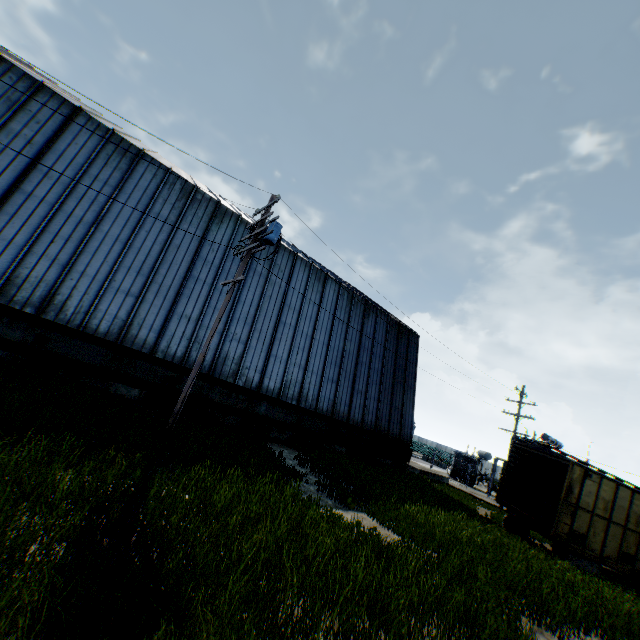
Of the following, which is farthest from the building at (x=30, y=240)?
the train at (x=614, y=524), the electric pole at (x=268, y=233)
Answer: the train at (x=614, y=524)

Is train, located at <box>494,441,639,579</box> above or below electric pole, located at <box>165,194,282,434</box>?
below

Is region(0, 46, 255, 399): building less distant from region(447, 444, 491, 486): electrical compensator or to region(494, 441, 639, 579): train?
region(494, 441, 639, 579): train

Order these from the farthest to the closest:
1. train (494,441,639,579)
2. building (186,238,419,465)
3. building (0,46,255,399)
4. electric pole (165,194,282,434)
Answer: building (186,238,419,465) → train (494,441,639,579) → building (0,46,255,399) → electric pole (165,194,282,434)

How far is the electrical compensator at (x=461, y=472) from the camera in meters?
33.6

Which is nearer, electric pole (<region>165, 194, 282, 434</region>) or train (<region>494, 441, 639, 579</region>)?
electric pole (<region>165, 194, 282, 434</region>)

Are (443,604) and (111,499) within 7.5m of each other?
yes

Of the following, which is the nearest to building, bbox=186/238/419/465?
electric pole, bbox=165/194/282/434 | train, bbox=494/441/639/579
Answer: electric pole, bbox=165/194/282/434
